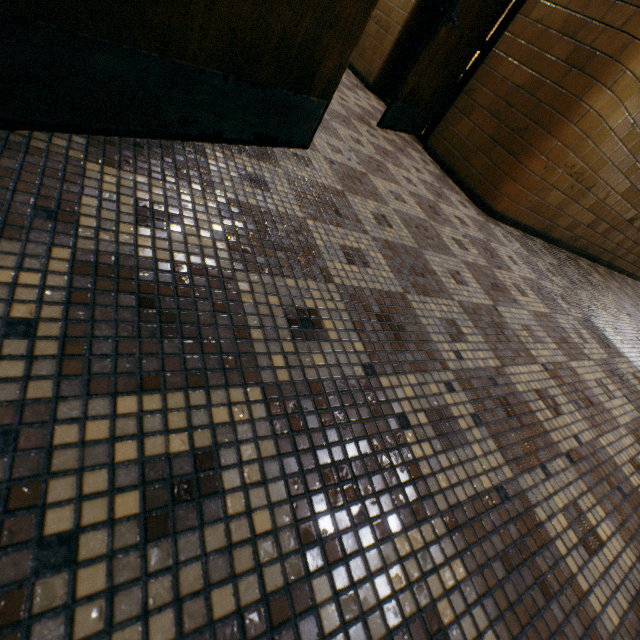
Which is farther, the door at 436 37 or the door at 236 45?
the door at 436 37

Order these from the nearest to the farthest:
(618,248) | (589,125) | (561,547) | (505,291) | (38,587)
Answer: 1. (38,587)
2. (561,547)
3. (505,291)
4. (589,125)
5. (618,248)

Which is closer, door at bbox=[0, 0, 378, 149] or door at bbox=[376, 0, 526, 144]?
door at bbox=[0, 0, 378, 149]
